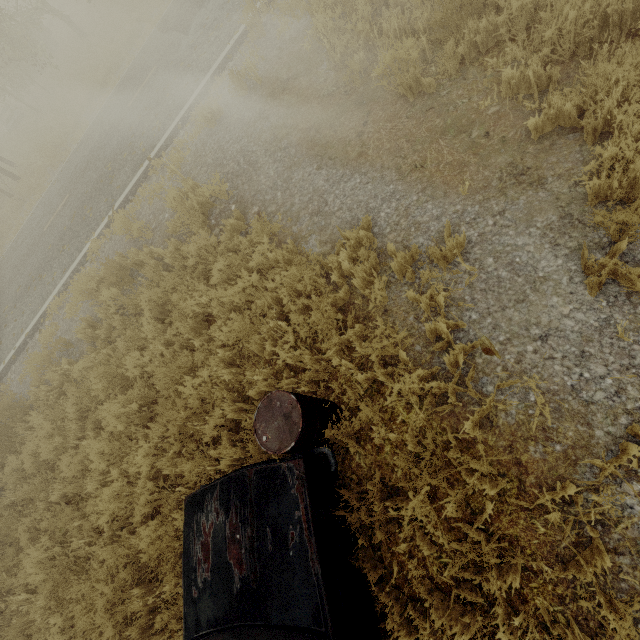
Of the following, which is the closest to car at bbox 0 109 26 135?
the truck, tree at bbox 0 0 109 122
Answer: the truck

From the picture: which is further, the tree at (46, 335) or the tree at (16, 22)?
the tree at (16, 22)

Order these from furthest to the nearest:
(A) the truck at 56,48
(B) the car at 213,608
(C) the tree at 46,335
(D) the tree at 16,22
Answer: (A) the truck at 56,48
(D) the tree at 16,22
(C) the tree at 46,335
(B) the car at 213,608

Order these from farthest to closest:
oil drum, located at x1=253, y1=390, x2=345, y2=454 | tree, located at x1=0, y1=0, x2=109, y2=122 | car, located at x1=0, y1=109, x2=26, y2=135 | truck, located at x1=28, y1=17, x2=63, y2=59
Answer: truck, located at x1=28, y1=17, x2=63, y2=59 → car, located at x1=0, y1=109, x2=26, y2=135 → tree, located at x1=0, y1=0, x2=109, y2=122 → oil drum, located at x1=253, y1=390, x2=345, y2=454

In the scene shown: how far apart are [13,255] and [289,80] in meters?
12.7 m

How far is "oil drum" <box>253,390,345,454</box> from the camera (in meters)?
2.93

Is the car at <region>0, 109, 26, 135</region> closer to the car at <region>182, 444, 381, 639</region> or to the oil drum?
the oil drum

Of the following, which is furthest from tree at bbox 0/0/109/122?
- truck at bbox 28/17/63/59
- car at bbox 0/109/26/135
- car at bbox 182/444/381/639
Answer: car at bbox 182/444/381/639
